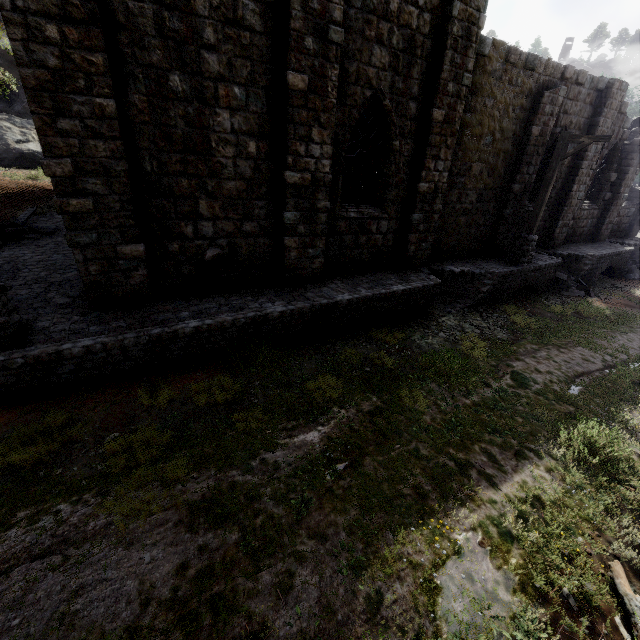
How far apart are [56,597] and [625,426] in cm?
973

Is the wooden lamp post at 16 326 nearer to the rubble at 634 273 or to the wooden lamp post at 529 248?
the wooden lamp post at 529 248

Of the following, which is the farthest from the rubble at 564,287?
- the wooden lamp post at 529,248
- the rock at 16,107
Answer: the rock at 16,107

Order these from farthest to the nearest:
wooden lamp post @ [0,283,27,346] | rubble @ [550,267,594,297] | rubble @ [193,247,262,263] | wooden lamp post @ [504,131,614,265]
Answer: rubble @ [550,267,594,297] → wooden lamp post @ [504,131,614,265] → rubble @ [193,247,262,263] → wooden lamp post @ [0,283,27,346]

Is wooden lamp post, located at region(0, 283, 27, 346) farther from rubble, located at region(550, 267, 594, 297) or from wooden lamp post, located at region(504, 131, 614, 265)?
rubble, located at region(550, 267, 594, 297)

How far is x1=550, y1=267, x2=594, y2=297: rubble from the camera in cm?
1460

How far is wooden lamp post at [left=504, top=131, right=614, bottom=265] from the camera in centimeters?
1077cm

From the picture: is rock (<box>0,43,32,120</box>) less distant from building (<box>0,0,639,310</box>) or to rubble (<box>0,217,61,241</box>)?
building (<box>0,0,639,310</box>)
